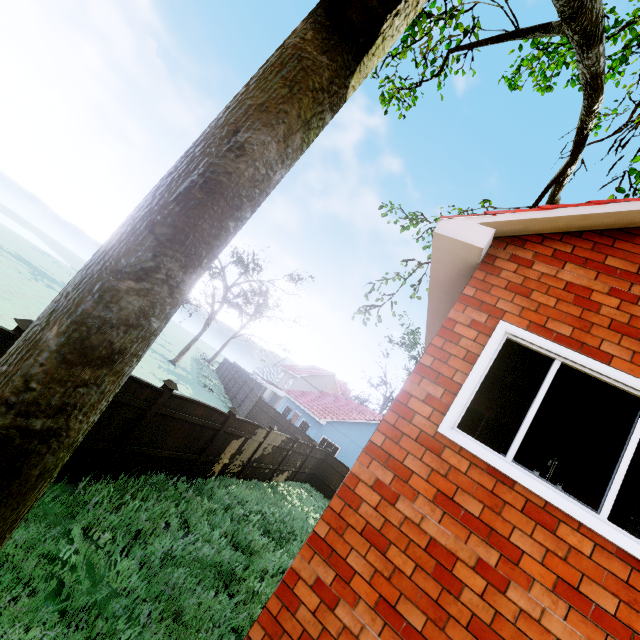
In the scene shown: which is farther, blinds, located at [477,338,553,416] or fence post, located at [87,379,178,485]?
fence post, located at [87,379,178,485]

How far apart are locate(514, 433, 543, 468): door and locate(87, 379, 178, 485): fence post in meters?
6.7 m

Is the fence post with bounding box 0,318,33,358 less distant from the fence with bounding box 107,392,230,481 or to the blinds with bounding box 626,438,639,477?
the fence with bounding box 107,392,230,481

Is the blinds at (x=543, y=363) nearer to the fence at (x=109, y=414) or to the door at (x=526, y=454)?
the door at (x=526, y=454)

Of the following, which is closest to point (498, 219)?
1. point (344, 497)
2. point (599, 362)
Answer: point (599, 362)

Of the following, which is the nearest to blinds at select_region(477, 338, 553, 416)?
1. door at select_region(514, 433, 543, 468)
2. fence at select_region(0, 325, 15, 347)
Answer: door at select_region(514, 433, 543, 468)

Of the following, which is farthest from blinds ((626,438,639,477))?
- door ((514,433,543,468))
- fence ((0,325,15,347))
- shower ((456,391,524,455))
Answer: fence ((0,325,15,347))

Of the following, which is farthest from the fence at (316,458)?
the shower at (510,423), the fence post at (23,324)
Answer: the shower at (510,423)
